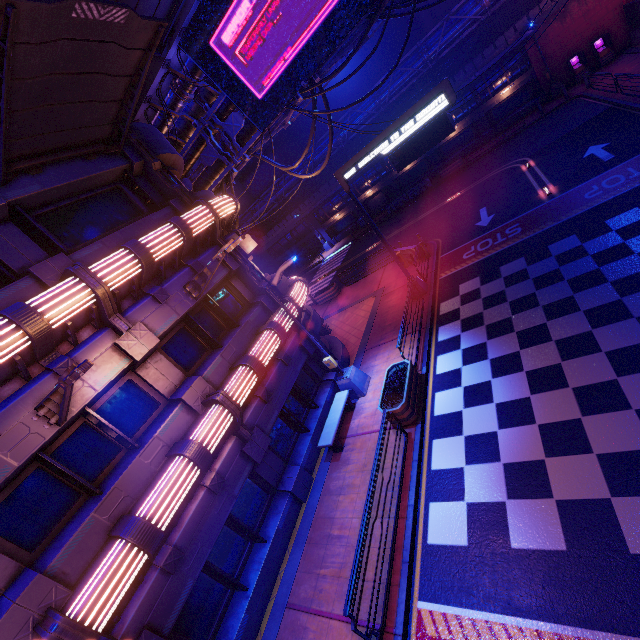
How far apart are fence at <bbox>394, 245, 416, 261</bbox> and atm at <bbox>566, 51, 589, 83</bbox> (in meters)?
21.49

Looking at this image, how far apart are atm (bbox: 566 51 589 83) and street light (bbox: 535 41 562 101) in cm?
44

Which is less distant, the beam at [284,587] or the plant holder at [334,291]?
the beam at [284,587]

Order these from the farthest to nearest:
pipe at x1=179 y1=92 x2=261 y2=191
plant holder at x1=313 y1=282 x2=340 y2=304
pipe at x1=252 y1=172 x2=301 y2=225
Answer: pipe at x1=252 y1=172 x2=301 y2=225
plant holder at x1=313 y1=282 x2=340 y2=304
pipe at x1=179 y1=92 x2=261 y2=191

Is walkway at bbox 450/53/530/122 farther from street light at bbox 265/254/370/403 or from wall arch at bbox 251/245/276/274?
street light at bbox 265/254/370/403

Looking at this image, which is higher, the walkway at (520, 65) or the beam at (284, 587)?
the walkway at (520, 65)

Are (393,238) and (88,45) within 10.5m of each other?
no

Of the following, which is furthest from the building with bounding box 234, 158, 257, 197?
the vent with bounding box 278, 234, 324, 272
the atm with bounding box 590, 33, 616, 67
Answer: the atm with bounding box 590, 33, 616, 67
